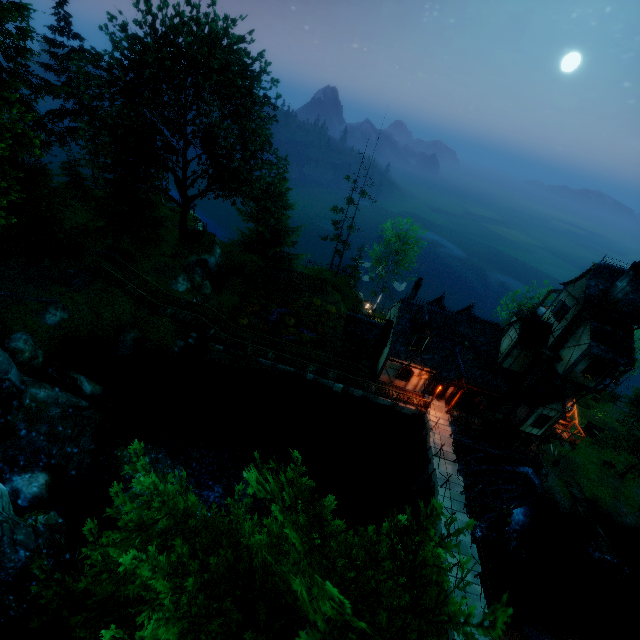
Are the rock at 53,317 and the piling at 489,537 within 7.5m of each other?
no

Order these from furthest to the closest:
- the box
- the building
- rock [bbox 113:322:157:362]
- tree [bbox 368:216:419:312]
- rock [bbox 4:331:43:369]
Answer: tree [bbox 368:216:419:312] < the box < rock [bbox 113:322:157:362] < the building < rock [bbox 4:331:43:369]

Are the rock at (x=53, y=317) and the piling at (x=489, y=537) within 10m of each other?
no

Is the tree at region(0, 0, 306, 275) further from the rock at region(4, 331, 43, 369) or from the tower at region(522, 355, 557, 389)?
the tower at region(522, 355, 557, 389)

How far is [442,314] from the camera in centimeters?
2670cm

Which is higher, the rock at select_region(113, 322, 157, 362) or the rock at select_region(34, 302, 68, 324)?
the rock at select_region(34, 302, 68, 324)

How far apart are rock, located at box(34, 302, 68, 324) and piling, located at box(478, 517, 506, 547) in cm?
3684

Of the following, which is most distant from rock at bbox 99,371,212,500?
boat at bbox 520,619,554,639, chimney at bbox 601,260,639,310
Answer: chimney at bbox 601,260,639,310
